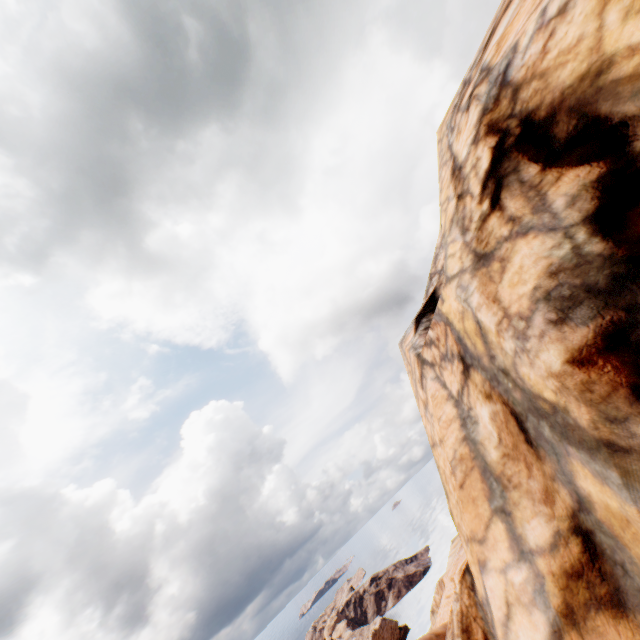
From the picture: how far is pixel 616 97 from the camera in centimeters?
259cm
